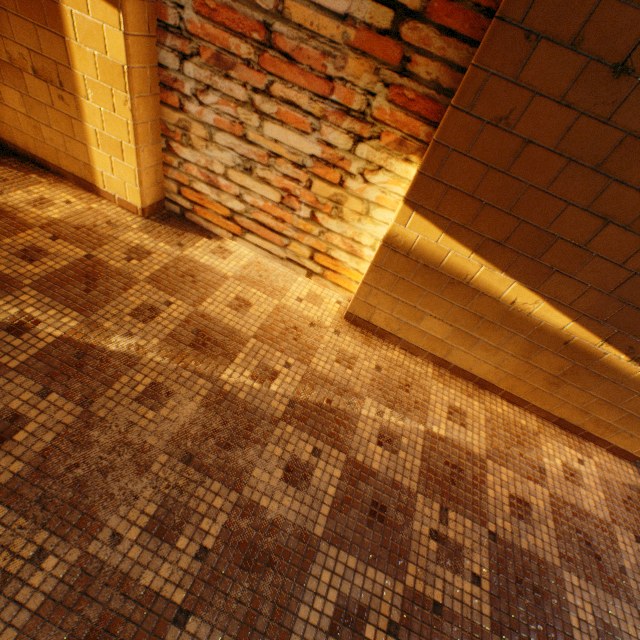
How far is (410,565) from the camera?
1.4 meters
